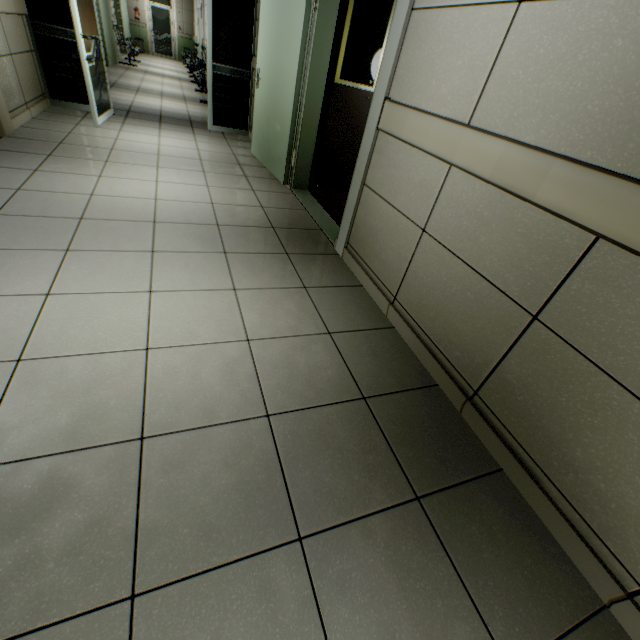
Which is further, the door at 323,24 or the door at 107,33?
the door at 107,33

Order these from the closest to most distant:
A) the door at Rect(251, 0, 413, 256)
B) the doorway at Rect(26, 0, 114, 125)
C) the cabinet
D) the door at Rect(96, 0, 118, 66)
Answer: the door at Rect(251, 0, 413, 256), the cabinet, the doorway at Rect(26, 0, 114, 125), the door at Rect(96, 0, 118, 66)

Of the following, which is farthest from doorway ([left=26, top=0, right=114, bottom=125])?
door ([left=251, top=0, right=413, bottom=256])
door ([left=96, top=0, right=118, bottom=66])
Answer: door ([left=96, top=0, right=118, bottom=66])

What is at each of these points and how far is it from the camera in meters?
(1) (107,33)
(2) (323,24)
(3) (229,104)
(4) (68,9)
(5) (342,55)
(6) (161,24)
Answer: (1) door, 9.2
(2) door, 3.1
(3) doorway, 5.6
(4) doorway, 4.3
(5) cabinet, 3.5
(6) door, 15.9

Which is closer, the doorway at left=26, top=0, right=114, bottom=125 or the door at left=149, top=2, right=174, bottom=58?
the doorway at left=26, top=0, right=114, bottom=125

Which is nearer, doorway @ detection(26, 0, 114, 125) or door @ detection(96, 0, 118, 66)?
doorway @ detection(26, 0, 114, 125)

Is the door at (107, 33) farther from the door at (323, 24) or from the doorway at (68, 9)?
the door at (323, 24)

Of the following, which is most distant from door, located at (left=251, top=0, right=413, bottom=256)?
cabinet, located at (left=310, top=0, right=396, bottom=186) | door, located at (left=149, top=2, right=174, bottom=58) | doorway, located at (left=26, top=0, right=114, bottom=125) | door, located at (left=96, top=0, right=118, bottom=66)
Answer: door, located at (left=149, top=2, right=174, bottom=58)
